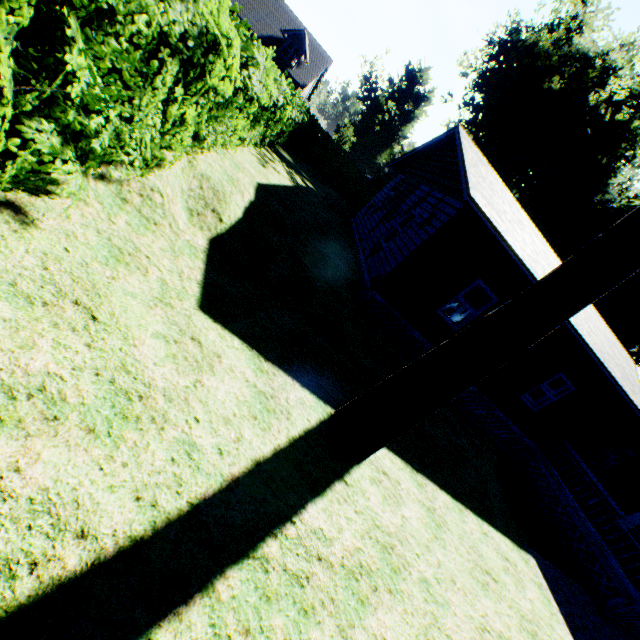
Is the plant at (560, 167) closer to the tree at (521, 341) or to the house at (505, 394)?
the house at (505, 394)

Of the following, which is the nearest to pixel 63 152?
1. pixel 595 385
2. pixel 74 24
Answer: pixel 74 24

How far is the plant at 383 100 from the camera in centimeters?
5509cm

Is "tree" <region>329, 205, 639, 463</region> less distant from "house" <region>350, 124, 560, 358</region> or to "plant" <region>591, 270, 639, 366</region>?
"house" <region>350, 124, 560, 358</region>

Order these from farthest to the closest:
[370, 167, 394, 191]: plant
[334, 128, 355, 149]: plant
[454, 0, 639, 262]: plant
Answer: [334, 128, 355, 149]: plant, [370, 167, 394, 191]: plant, [454, 0, 639, 262]: plant

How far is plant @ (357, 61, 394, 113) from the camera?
55.1m

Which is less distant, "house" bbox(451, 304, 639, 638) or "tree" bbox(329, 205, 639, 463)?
"tree" bbox(329, 205, 639, 463)

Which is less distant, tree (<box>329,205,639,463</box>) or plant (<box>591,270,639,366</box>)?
tree (<box>329,205,639,463</box>)
